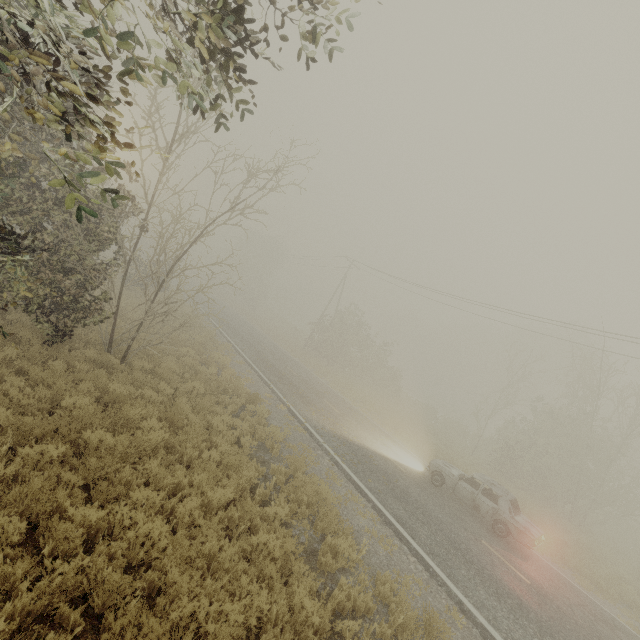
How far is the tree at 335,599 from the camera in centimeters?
521cm

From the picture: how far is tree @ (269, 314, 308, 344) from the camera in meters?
46.1

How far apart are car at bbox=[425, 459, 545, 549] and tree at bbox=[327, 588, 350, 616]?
8.0 meters

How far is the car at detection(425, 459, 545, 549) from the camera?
11.16m

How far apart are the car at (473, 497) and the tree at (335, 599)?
8.0m

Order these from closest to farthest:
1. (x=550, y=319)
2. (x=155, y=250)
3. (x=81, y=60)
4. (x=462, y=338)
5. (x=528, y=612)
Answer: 1. (x=81, y=60)
2. (x=528, y=612)
3. (x=155, y=250)
4. (x=550, y=319)
5. (x=462, y=338)

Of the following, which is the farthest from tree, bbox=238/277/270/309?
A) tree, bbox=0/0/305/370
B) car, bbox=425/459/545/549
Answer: car, bbox=425/459/545/549

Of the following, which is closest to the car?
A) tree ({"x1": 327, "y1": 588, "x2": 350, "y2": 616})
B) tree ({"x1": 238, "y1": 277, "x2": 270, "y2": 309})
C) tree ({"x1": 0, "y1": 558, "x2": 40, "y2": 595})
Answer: tree ({"x1": 327, "y1": 588, "x2": 350, "y2": 616})
